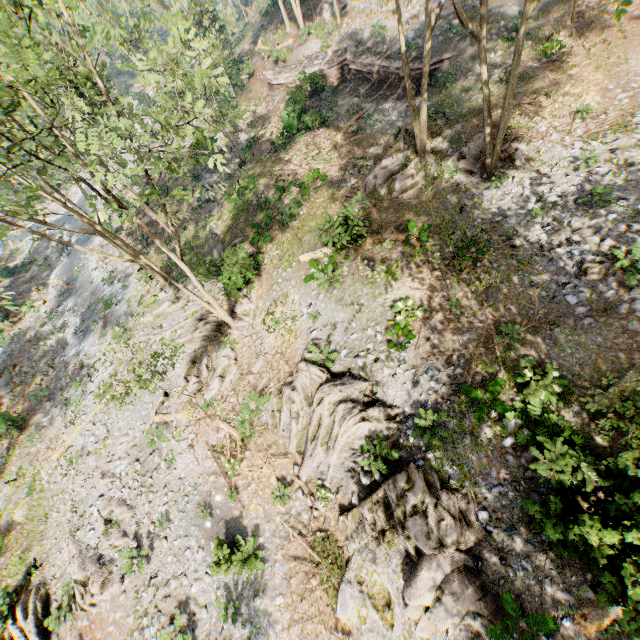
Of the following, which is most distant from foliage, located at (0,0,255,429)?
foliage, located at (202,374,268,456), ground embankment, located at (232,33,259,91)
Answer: foliage, located at (202,374,268,456)

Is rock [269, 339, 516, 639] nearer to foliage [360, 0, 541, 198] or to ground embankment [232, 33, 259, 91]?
→ foliage [360, 0, 541, 198]

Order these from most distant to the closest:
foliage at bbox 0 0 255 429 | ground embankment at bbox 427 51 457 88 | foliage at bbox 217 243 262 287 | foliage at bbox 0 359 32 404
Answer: foliage at bbox 0 359 32 404
ground embankment at bbox 427 51 457 88
foliage at bbox 217 243 262 287
foliage at bbox 0 0 255 429

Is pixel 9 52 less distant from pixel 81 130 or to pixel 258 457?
pixel 81 130

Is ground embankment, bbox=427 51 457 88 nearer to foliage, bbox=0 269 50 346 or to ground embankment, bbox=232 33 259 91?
foliage, bbox=0 269 50 346

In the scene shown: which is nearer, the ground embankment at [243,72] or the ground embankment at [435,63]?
the ground embankment at [435,63]

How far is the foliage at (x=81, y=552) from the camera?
14.55m

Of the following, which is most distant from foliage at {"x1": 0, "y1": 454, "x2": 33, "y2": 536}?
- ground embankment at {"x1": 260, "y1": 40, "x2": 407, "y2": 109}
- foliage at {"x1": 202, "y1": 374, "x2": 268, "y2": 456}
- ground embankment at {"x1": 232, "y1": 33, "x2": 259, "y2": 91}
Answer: foliage at {"x1": 202, "y1": 374, "x2": 268, "y2": 456}
